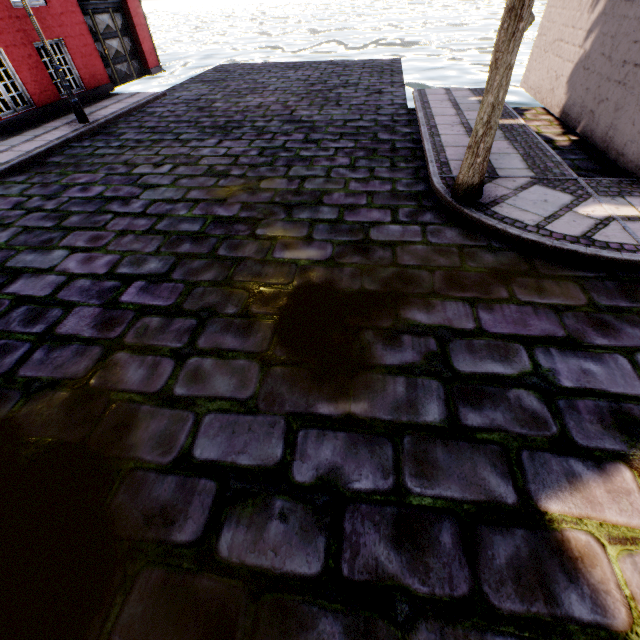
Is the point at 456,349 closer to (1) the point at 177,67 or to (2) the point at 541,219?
(2) the point at 541,219

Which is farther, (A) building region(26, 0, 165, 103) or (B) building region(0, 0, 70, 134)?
(A) building region(26, 0, 165, 103)

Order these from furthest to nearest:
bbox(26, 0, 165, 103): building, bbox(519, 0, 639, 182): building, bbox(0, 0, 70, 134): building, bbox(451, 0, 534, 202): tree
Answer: bbox(26, 0, 165, 103): building < bbox(0, 0, 70, 134): building < bbox(519, 0, 639, 182): building < bbox(451, 0, 534, 202): tree

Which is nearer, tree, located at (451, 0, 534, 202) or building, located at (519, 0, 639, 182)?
tree, located at (451, 0, 534, 202)

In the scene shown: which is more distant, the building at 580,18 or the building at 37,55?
the building at 37,55
